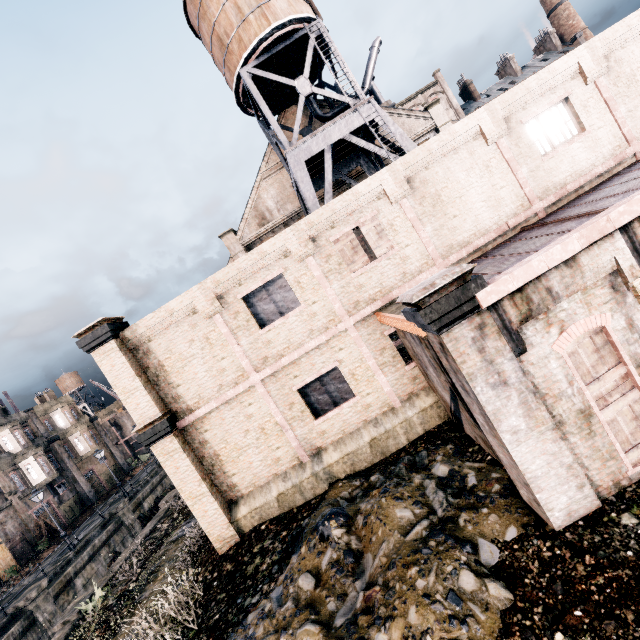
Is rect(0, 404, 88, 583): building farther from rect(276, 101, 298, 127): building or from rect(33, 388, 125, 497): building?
rect(276, 101, 298, 127): building

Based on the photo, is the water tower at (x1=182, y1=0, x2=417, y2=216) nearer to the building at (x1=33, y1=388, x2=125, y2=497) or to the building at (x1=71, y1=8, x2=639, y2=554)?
the building at (x1=71, y1=8, x2=639, y2=554)

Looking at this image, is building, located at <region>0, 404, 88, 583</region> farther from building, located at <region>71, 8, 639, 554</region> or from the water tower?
the water tower

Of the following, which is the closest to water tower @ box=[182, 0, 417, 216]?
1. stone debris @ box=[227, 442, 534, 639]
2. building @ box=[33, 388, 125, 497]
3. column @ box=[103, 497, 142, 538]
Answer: stone debris @ box=[227, 442, 534, 639]

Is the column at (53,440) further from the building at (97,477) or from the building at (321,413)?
the building at (321,413)

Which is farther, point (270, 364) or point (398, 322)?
point (270, 364)

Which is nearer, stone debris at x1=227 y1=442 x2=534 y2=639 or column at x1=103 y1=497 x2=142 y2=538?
stone debris at x1=227 y1=442 x2=534 y2=639

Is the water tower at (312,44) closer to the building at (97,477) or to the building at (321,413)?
the building at (321,413)
